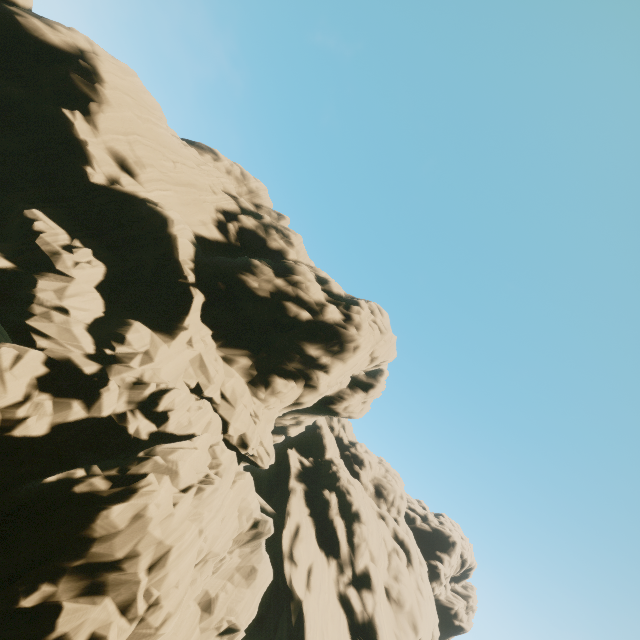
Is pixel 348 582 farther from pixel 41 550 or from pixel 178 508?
pixel 41 550
